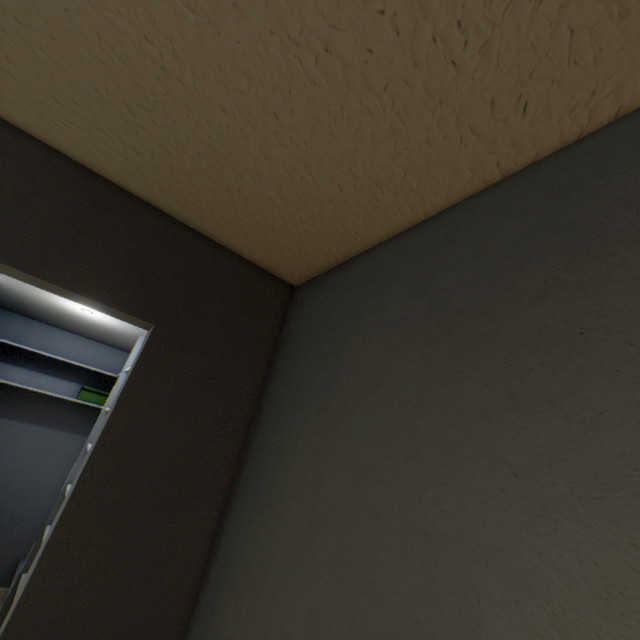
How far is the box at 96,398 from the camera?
3.4 meters

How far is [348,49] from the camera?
0.59m

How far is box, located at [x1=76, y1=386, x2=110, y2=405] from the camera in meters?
3.4
